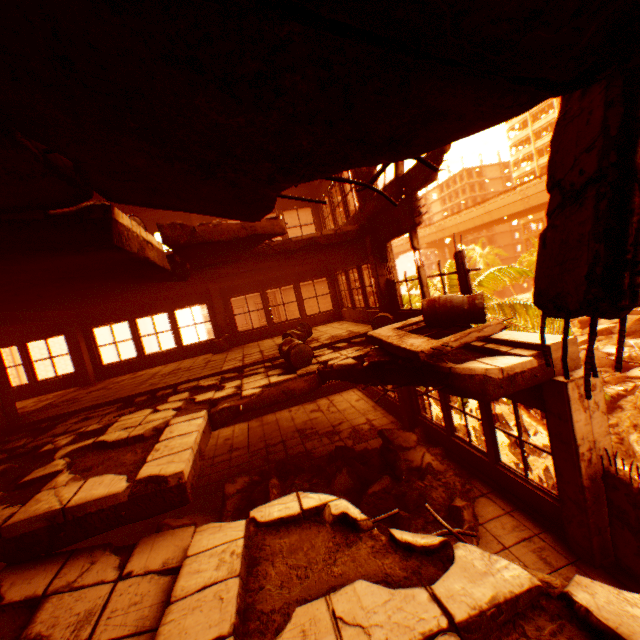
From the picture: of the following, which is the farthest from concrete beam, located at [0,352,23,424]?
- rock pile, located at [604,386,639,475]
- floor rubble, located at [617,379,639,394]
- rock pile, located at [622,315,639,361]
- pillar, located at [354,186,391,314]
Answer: rock pile, located at [622,315,639,361]

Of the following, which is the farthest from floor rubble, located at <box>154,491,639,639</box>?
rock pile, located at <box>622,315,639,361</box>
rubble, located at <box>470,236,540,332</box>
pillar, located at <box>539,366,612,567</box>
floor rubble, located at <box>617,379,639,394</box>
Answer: rock pile, located at <box>622,315,639,361</box>

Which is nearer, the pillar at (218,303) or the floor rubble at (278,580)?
the floor rubble at (278,580)

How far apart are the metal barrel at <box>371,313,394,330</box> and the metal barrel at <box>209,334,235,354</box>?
5.9 meters

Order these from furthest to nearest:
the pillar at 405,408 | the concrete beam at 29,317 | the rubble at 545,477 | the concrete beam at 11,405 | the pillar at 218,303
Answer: the rubble at 545,477
the pillar at 218,303
the pillar at 405,408
the concrete beam at 29,317
the concrete beam at 11,405

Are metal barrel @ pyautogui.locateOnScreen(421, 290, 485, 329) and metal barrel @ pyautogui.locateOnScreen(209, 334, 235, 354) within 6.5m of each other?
no

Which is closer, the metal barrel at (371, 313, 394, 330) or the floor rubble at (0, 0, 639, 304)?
the floor rubble at (0, 0, 639, 304)

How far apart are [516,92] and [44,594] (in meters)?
4.61
